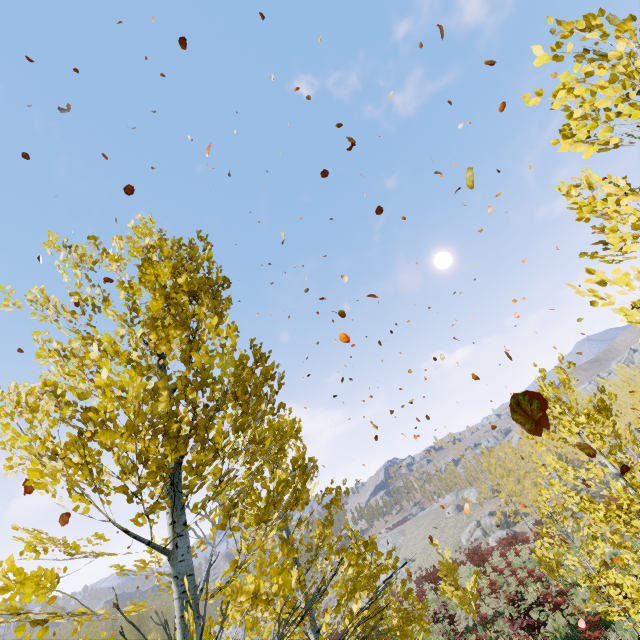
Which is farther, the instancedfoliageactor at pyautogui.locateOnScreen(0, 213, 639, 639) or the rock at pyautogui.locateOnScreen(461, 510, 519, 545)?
the rock at pyautogui.locateOnScreen(461, 510, 519, 545)

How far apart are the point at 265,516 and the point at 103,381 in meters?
1.4

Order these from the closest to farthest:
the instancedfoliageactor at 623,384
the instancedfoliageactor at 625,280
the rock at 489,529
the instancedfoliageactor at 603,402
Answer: the instancedfoliageactor at 625,280 < the instancedfoliageactor at 603,402 < the instancedfoliageactor at 623,384 < the rock at 489,529

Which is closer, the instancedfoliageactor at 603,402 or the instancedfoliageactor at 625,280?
the instancedfoliageactor at 625,280

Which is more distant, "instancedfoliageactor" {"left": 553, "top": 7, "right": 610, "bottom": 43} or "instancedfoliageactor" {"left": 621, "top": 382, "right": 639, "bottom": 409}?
"instancedfoliageactor" {"left": 621, "top": 382, "right": 639, "bottom": 409}

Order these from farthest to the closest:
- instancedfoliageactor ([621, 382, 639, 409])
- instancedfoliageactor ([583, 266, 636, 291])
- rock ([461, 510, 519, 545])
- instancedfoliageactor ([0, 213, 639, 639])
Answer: rock ([461, 510, 519, 545])
instancedfoliageactor ([621, 382, 639, 409])
instancedfoliageactor ([0, 213, 639, 639])
instancedfoliageactor ([583, 266, 636, 291])

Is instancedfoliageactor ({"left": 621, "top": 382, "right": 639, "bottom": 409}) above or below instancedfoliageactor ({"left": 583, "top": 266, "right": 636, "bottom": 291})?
above
